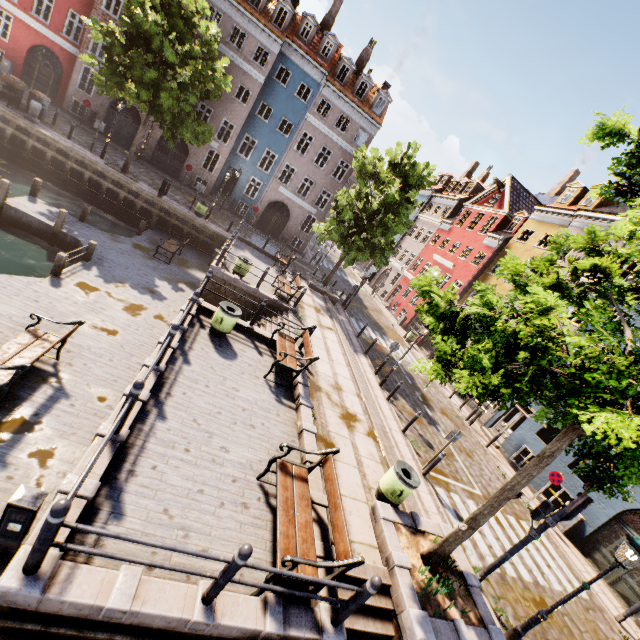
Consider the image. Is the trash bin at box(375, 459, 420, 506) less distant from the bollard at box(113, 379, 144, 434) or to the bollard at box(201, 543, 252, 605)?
the bollard at box(201, 543, 252, 605)

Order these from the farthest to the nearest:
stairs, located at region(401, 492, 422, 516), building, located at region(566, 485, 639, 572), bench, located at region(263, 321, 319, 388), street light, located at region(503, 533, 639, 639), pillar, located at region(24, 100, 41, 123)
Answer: pillar, located at region(24, 100, 41, 123) → building, located at region(566, 485, 639, 572) → bench, located at region(263, 321, 319, 388) → stairs, located at region(401, 492, 422, 516) → street light, located at region(503, 533, 639, 639)

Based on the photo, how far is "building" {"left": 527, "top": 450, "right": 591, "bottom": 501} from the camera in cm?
1407

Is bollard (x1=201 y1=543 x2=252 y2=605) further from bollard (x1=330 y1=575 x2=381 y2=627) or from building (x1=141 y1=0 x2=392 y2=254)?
building (x1=141 y1=0 x2=392 y2=254)

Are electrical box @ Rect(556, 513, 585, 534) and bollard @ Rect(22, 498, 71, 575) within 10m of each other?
no

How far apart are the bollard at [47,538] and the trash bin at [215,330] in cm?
661

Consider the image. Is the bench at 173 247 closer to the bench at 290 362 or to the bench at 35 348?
the bench at 290 362

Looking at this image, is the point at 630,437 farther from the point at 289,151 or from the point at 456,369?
the point at 289,151
